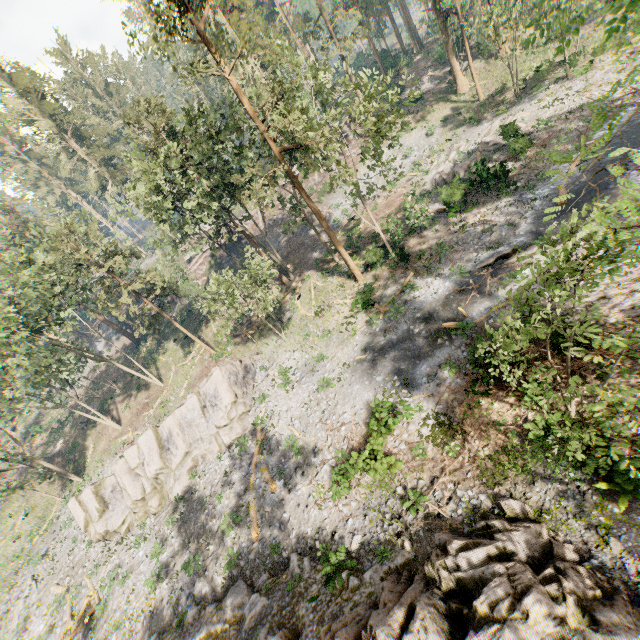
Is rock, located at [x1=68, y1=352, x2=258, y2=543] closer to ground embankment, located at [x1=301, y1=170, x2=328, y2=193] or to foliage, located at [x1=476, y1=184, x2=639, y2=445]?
foliage, located at [x1=476, y1=184, x2=639, y2=445]

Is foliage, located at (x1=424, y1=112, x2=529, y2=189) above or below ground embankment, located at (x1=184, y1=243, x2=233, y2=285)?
below

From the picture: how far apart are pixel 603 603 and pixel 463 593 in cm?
346

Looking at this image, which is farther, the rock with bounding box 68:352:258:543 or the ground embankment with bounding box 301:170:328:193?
the ground embankment with bounding box 301:170:328:193

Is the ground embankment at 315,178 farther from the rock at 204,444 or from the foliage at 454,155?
the rock at 204,444

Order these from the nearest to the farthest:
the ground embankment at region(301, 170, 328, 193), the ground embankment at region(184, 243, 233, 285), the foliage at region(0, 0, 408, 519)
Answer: the foliage at region(0, 0, 408, 519) < the ground embankment at region(301, 170, 328, 193) < the ground embankment at region(184, 243, 233, 285)
